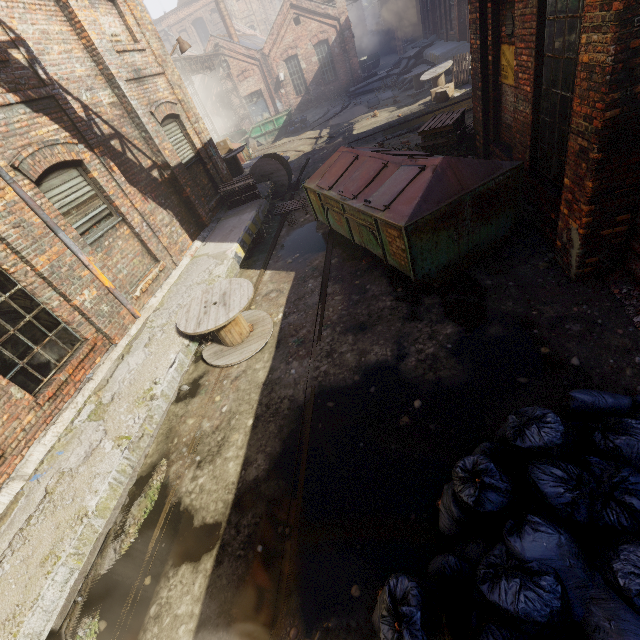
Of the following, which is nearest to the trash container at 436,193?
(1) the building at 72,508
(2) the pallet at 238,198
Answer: (1) the building at 72,508

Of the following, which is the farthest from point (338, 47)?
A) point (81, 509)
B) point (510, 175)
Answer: point (81, 509)

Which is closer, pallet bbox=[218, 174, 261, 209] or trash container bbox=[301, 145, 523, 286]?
trash container bbox=[301, 145, 523, 286]

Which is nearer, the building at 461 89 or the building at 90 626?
the building at 90 626

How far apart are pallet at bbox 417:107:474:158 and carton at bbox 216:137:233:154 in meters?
8.4

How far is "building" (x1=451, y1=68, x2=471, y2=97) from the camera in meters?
14.5

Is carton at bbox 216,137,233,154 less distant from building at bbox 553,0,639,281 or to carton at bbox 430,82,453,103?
carton at bbox 430,82,453,103

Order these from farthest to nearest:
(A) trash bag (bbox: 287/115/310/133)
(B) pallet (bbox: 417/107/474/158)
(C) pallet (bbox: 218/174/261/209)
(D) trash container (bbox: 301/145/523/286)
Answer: (A) trash bag (bbox: 287/115/310/133)
(C) pallet (bbox: 218/174/261/209)
(B) pallet (bbox: 417/107/474/158)
(D) trash container (bbox: 301/145/523/286)
